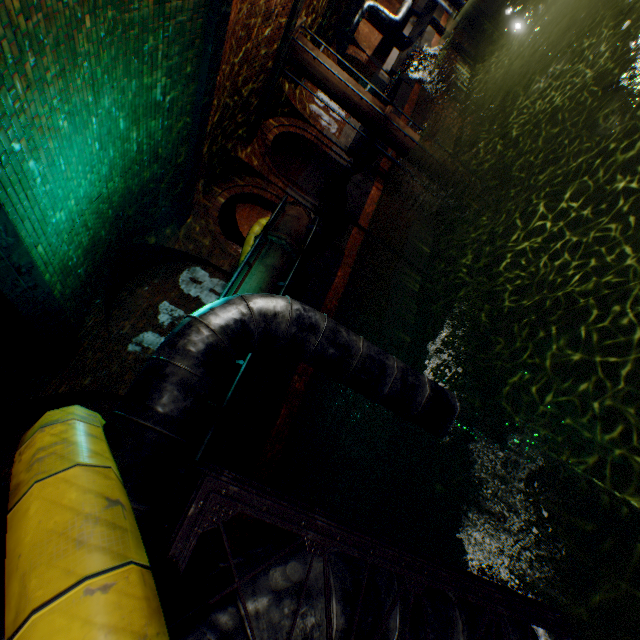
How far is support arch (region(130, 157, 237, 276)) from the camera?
9.3 meters

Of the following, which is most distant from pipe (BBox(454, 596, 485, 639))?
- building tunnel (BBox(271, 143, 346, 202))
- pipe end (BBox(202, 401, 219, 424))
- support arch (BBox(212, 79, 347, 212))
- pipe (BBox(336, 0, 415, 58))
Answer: pipe (BBox(336, 0, 415, 58))

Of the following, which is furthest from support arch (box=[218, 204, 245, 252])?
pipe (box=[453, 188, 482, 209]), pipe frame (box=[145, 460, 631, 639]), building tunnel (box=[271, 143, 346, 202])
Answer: pipe frame (box=[145, 460, 631, 639])

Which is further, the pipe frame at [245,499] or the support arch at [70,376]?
the support arch at [70,376]

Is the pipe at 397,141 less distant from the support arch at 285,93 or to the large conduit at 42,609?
the support arch at 285,93

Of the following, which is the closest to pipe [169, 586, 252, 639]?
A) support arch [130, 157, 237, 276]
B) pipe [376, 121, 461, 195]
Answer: support arch [130, 157, 237, 276]

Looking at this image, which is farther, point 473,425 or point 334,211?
point 334,211

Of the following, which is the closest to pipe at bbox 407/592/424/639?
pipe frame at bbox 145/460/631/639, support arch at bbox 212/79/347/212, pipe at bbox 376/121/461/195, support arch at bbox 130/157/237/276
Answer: pipe frame at bbox 145/460/631/639
